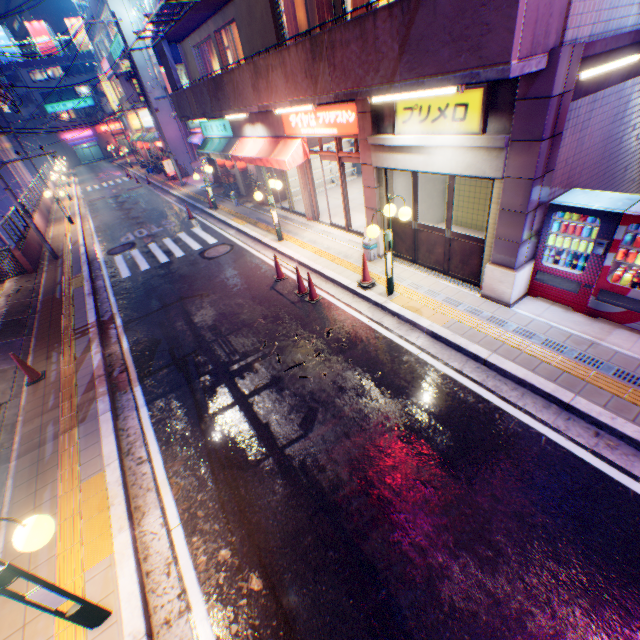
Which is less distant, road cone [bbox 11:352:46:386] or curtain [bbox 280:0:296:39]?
road cone [bbox 11:352:46:386]

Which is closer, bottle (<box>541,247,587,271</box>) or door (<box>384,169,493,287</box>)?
bottle (<box>541,247,587,271</box>)

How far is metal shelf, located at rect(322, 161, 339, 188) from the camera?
16.9m

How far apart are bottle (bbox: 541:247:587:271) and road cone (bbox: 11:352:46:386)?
11.7m

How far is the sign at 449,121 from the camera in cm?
565

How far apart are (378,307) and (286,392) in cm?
325

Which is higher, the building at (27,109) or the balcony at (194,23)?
the building at (27,109)

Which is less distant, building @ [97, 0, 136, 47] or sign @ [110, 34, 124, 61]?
building @ [97, 0, 136, 47]
